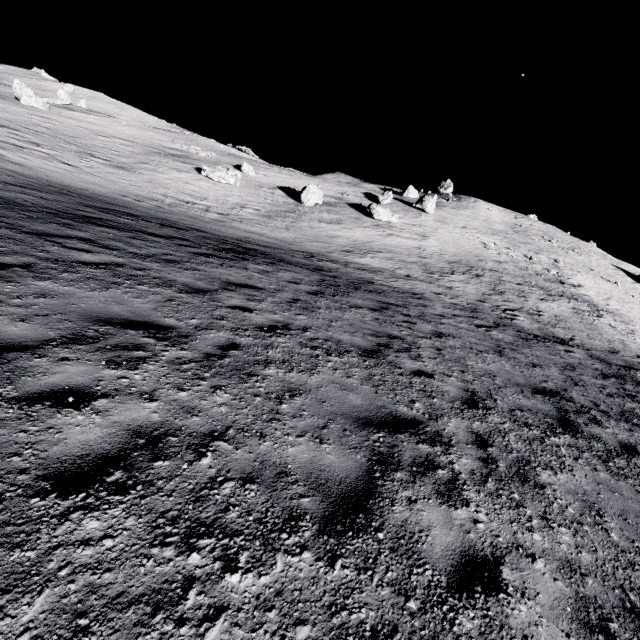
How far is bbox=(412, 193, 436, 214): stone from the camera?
41.8 meters

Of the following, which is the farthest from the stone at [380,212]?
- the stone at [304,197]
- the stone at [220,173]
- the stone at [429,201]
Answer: the stone at [220,173]

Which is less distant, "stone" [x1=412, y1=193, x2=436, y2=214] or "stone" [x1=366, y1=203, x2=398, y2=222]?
"stone" [x1=366, y1=203, x2=398, y2=222]

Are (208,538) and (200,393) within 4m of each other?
yes

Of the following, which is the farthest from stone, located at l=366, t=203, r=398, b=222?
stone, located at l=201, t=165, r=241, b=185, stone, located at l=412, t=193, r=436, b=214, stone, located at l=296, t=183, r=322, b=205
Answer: stone, located at l=201, t=165, r=241, b=185

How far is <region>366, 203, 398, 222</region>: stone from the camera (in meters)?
34.03

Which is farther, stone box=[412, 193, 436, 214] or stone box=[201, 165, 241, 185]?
stone box=[412, 193, 436, 214]

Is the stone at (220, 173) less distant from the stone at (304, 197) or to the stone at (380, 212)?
the stone at (304, 197)
